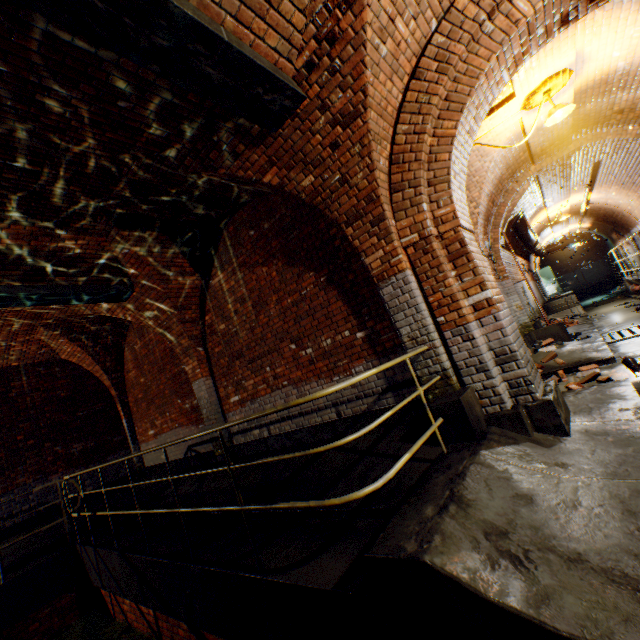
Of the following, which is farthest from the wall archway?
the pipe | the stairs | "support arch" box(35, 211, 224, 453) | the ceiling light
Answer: the stairs

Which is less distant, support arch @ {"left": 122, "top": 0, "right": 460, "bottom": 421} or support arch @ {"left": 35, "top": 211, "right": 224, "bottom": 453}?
support arch @ {"left": 122, "top": 0, "right": 460, "bottom": 421}

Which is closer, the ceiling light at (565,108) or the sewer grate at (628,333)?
the ceiling light at (565,108)

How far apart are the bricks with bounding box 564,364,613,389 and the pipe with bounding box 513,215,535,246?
7.97m

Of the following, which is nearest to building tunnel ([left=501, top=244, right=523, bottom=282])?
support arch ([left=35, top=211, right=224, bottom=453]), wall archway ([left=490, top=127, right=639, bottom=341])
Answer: wall archway ([left=490, top=127, right=639, bottom=341])

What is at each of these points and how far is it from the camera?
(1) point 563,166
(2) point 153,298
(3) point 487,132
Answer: (1) building tunnel, 9.2m
(2) support arch, 6.6m
(3) building tunnel, 6.0m

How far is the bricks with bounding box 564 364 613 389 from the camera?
4.91m

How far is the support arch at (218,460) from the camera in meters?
6.5
